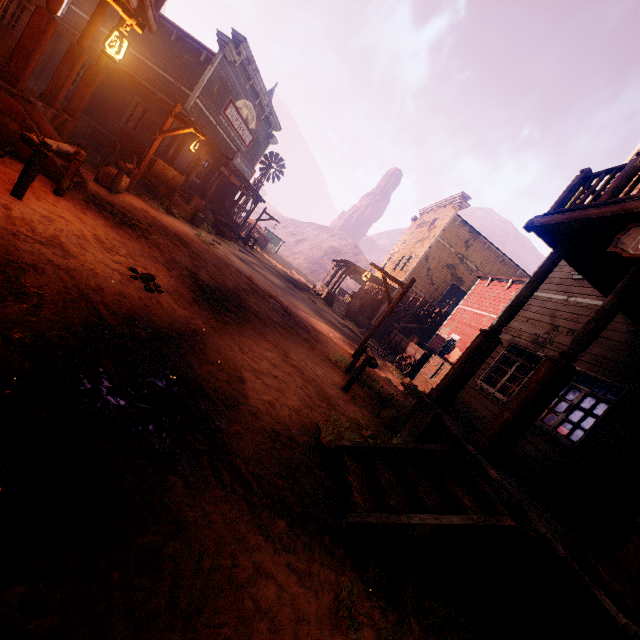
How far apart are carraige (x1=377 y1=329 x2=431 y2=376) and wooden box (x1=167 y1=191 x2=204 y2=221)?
11.17m

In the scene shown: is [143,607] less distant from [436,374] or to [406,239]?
[436,374]

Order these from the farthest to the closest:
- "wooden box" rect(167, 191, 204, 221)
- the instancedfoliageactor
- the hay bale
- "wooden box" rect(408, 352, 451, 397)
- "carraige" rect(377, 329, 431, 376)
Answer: the instancedfoliageactor < "carraige" rect(377, 329, 431, 376) < "wooden box" rect(167, 191, 204, 221) < "wooden box" rect(408, 352, 451, 397) < the hay bale

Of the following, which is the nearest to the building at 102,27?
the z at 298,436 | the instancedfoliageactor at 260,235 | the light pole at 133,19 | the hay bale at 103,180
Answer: the z at 298,436

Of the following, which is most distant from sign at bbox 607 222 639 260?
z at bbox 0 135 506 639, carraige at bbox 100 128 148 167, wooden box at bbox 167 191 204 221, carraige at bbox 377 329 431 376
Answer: wooden box at bbox 167 191 204 221

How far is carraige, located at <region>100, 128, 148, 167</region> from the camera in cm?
1148

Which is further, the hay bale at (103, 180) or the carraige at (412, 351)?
the carraige at (412, 351)

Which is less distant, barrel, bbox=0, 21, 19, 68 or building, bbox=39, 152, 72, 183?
building, bbox=39, 152, 72, 183
